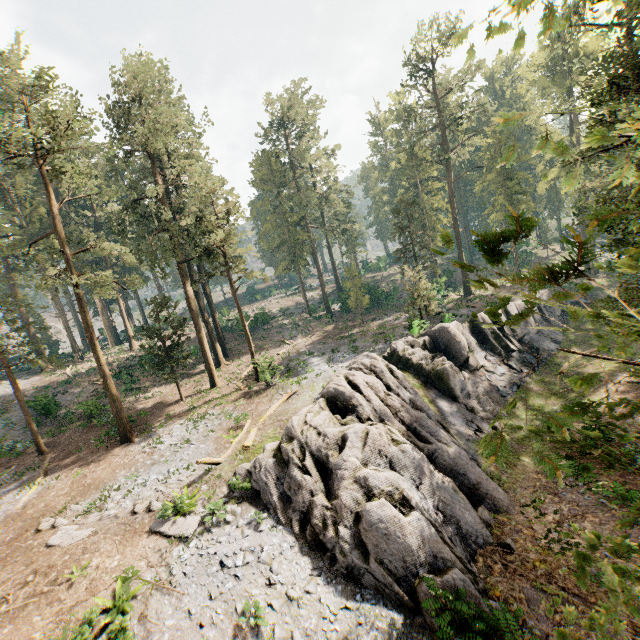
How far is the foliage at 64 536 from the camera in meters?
13.9 m

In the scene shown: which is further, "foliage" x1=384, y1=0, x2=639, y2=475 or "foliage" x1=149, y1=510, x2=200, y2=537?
"foliage" x1=149, y1=510, x2=200, y2=537

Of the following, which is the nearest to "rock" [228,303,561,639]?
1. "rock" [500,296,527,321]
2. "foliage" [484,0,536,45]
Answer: "rock" [500,296,527,321]

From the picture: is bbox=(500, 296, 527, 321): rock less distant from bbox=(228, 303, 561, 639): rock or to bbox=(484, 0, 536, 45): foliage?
bbox=(228, 303, 561, 639): rock

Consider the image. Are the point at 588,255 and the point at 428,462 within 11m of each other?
no

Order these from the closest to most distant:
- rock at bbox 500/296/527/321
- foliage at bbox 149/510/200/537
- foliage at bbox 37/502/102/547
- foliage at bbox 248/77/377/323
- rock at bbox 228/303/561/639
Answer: rock at bbox 228/303/561/639 → foliage at bbox 149/510/200/537 → foliage at bbox 37/502/102/547 → rock at bbox 500/296/527/321 → foliage at bbox 248/77/377/323
